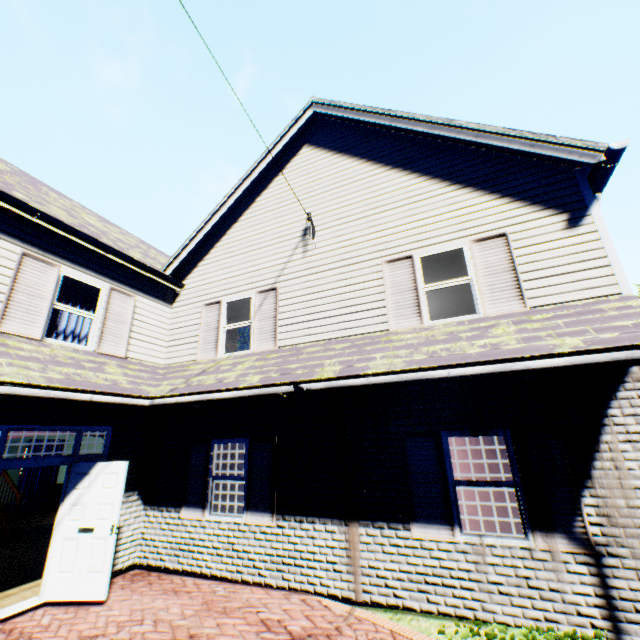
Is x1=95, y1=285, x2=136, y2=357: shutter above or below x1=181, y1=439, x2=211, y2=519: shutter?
above

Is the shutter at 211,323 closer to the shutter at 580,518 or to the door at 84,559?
the door at 84,559

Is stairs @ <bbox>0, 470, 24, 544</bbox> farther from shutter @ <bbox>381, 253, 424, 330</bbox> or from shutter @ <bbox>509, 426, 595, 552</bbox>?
shutter @ <bbox>509, 426, 595, 552</bbox>

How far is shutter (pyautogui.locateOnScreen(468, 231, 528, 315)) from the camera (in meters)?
5.65

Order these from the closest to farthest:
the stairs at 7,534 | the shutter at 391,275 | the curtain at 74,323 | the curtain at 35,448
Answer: the shutter at 391,275 → the curtain at 74,323 → the stairs at 7,534 → the curtain at 35,448

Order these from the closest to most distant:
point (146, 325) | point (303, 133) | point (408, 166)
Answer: point (408, 166), point (146, 325), point (303, 133)

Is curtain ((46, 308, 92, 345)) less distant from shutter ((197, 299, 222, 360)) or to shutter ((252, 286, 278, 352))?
shutter ((197, 299, 222, 360))

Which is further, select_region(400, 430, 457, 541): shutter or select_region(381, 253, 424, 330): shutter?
select_region(381, 253, 424, 330): shutter
